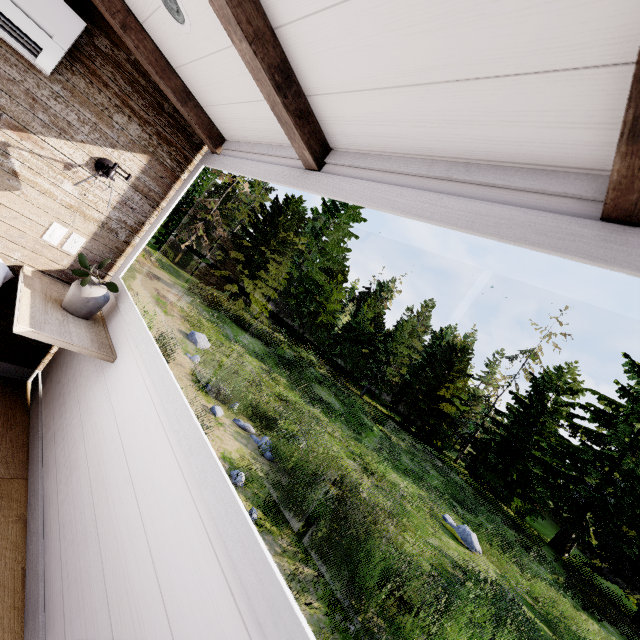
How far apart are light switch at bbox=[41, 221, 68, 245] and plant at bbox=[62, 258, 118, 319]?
0.4m

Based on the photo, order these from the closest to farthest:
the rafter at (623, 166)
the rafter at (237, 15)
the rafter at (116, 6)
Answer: the rafter at (623, 166) < the rafter at (237, 15) < the rafter at (116, 6)

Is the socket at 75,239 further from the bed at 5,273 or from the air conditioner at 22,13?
the air conditioner at 22,13

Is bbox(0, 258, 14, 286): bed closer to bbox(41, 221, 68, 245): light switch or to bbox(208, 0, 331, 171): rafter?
bbox(41, 221, 68, 245): light switch

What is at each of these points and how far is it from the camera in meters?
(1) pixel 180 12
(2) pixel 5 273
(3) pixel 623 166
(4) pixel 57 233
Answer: (1) lamp, 1.4
(2) bed, 1.9
(3) rafter, 0.6
(4) light switch, 2.1

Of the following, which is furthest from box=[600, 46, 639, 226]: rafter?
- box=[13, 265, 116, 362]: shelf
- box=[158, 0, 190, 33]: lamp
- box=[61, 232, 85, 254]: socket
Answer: box=[61, 232, 85, 254]: socket

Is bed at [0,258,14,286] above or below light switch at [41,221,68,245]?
below

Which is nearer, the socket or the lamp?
the lamp
